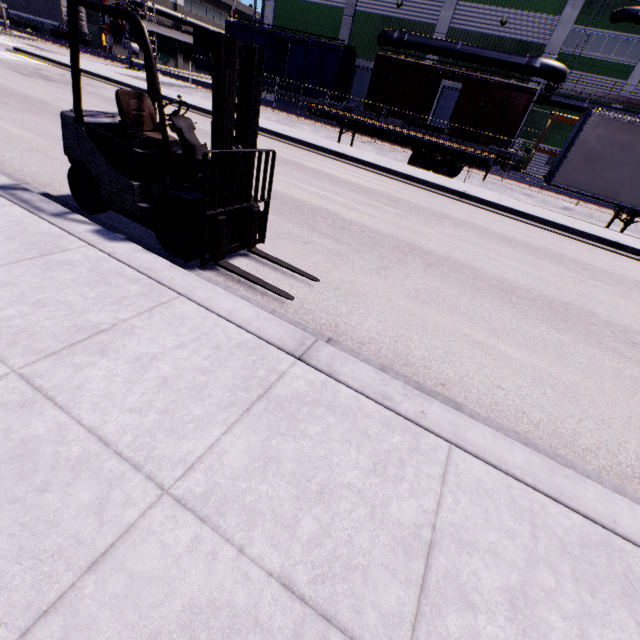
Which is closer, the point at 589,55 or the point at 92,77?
the point at 92,77

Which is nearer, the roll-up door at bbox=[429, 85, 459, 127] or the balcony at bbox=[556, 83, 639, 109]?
the roll-up door at bbox=[429, 85, 459, 127]

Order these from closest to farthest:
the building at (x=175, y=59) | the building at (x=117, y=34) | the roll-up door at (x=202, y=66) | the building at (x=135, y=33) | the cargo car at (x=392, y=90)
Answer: the cargo car at (x=392, y=90) < the building at (x=117, y=34) < the building at (x=135, y=33) < the building at (x=175, y=59) < the roll-up door at (x=202, y=66)

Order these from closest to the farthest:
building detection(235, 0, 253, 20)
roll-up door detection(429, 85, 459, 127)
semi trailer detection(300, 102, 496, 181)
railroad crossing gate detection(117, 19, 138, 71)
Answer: semi trailer detection(300, 102, 496, 181) < railroad crossing gate detection(117, 19, 138, 71) < roll-up door detection(429, 85, 459, 127) < building detection(235, 0, 253, 20)

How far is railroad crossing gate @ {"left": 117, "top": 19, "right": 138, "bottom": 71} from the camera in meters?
24.1 m

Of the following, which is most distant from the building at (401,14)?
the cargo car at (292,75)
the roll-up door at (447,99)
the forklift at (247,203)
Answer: the forklift at (247,203)

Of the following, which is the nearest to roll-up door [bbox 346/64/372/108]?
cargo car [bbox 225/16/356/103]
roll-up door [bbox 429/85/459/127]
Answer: cargo car [bbox 225/16/356/103]

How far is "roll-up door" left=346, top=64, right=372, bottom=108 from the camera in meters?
28.4
